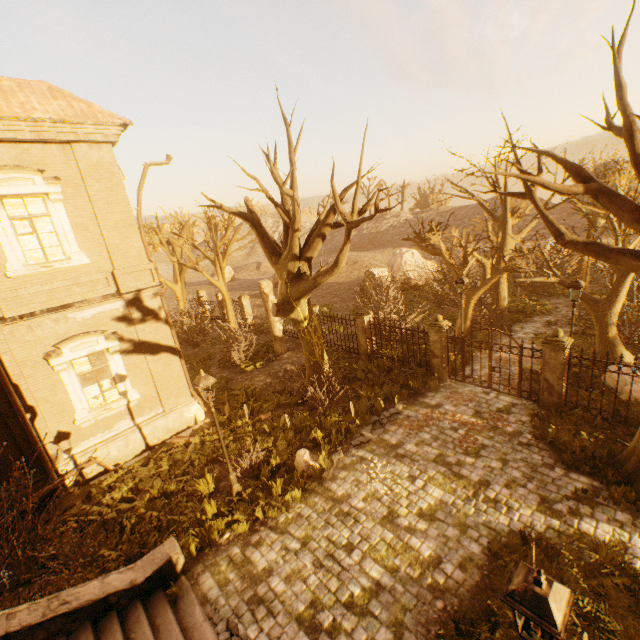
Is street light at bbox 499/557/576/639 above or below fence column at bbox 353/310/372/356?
above

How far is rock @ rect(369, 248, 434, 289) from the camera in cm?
2683

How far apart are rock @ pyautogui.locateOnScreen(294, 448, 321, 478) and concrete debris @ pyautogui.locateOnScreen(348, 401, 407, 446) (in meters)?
1.22

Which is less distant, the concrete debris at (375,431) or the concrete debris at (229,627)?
the concrete debris at (229,627)

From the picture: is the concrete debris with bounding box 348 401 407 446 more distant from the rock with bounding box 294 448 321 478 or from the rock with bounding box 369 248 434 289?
the rock with bounding box 369 248 434 289

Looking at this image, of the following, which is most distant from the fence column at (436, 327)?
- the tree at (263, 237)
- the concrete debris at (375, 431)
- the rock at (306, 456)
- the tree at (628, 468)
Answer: the tree at (263, 237)

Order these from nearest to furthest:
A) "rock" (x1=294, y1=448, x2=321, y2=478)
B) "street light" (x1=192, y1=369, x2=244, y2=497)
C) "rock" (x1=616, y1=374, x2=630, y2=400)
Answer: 1. "street light" (x1=192, y1=369, x2=244, y2=497)
2. "rock" (x1=294, y1=448, x2=321, y2=478)
3. "rock" (x1=616, y1=374, x2=630, y2=400)

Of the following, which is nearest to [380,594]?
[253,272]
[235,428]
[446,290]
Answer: [235,428]
